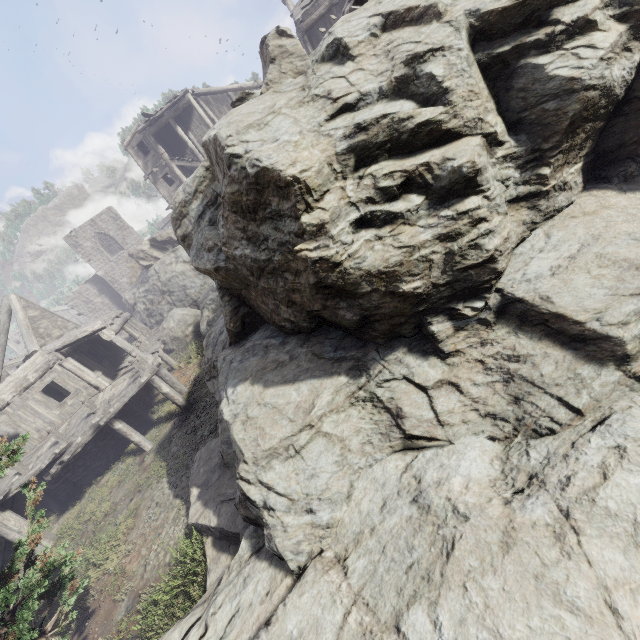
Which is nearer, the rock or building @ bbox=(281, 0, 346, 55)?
the rock

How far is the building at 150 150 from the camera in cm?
2505

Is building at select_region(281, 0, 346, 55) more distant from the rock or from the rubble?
the rubble

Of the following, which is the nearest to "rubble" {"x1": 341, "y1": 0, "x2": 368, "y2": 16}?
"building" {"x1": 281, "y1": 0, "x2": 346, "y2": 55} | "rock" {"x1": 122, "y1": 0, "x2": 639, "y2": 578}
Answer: "rock" {"x1": 122, "y1": 0, "x2": 639, "y2": 578}

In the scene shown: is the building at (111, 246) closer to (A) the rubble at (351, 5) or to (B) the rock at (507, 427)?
(B) the rock at (507, 427)

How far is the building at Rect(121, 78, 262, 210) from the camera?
25.0 meters

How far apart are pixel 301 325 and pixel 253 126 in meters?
3.0 m
